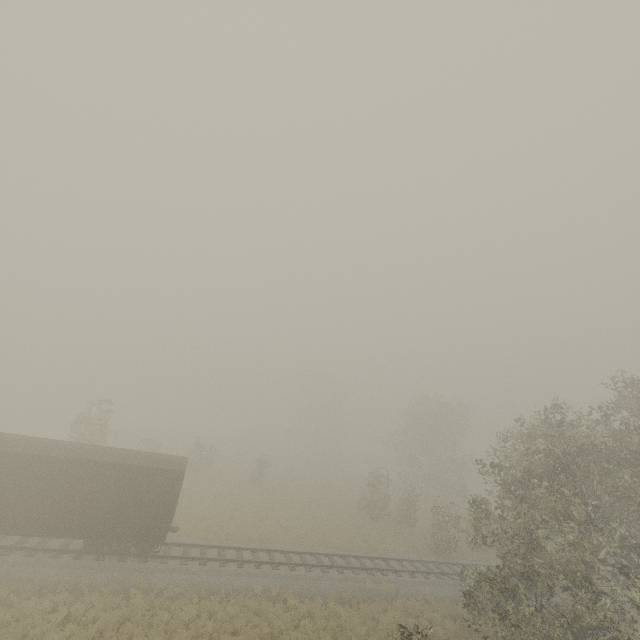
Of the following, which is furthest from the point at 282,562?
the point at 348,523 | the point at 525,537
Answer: the point at 525,537

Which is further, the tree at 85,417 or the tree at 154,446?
the tree at 154,446

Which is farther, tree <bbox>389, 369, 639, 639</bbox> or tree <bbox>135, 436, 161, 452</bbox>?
tree <bbox>135, 436, 161, 452</bbox>

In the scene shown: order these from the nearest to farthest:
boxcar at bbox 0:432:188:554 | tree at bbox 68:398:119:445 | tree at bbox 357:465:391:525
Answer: boxcar at bbox 0:432:188:554, tree at bbox 68:398:119:445, tree at bbox 357:465:391:525

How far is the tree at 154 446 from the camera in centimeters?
3591cm

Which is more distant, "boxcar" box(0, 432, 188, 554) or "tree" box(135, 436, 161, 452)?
"tree" box(135, 436, 161, 452)
